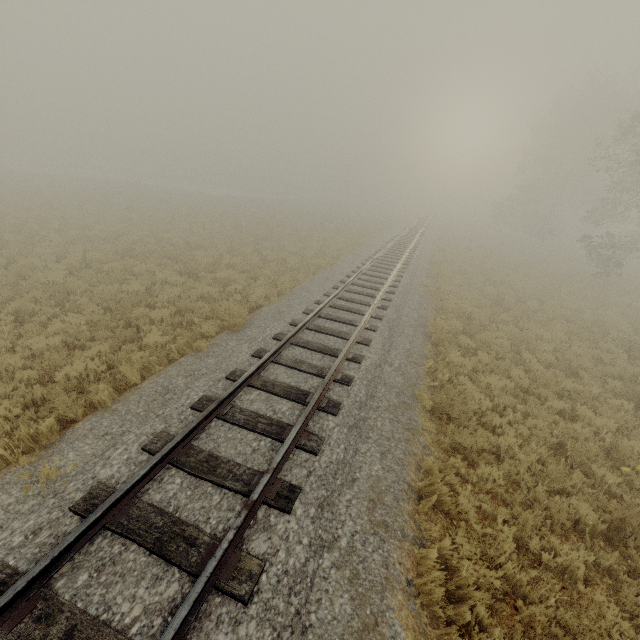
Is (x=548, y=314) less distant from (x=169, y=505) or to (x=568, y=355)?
(x=568, y=355)
